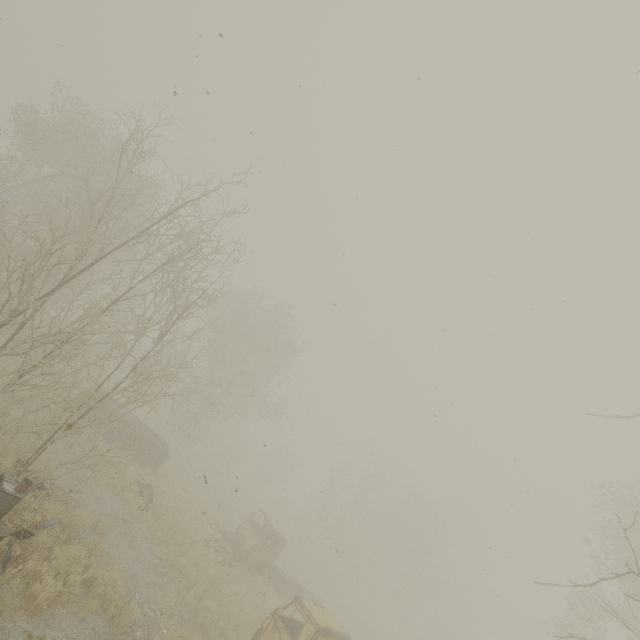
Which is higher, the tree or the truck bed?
the tree

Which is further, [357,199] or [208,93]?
[357,199]

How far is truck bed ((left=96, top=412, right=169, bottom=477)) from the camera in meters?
17.4 m

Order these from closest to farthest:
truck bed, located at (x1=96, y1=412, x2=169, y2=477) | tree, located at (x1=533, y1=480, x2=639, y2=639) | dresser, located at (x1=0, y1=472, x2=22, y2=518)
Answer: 1. tree, located at (x1=533, y1=480, x2=639, y2=639)
2. dresser, located at (x1=0, y1=472, x2=22, y2=518)
3. truck bed, located at (x1=96, y1=412, x2=169, y2=477)

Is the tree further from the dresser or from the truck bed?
the truck bed

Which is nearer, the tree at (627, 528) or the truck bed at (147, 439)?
the tree at (627, 528)

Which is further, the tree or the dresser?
the dresser

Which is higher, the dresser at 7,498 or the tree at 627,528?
the tree at 627,528
